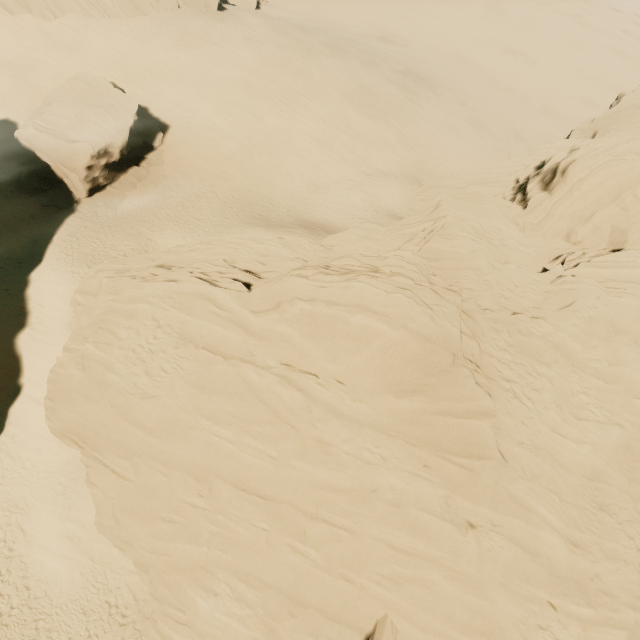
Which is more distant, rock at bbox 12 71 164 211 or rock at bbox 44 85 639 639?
rock at bbox 12 71 164 211

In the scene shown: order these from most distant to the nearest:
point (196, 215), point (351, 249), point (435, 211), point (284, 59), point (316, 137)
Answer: point (284, 59), point (316, 137), point (196, 215), point (435, 211), point (351, 249)

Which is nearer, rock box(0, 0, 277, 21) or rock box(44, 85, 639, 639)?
rock box(44, 85, 639, 639)

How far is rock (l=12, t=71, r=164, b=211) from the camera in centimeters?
2684cm

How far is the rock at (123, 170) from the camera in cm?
2684

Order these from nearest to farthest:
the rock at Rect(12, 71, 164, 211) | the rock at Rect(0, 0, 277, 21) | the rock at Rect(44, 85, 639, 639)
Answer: the rock at Rect(44, 85, 639, 639)
the rock at Rect(12, 71, 164, 211)
the rock at Rect(0, 0, 277, 21)

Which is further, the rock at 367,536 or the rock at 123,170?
the rock at 123,170
